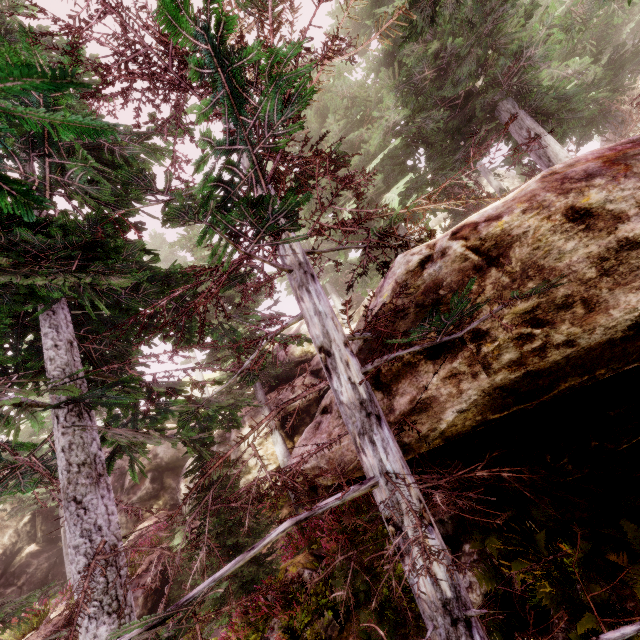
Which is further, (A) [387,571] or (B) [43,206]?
(A) [387,571]

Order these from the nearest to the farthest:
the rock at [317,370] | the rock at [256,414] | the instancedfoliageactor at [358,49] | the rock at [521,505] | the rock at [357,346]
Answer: the instancedfoliageactor at [358,49], the rock at [357,346], the rock at [521,505], the rock at [256,414], the rock at [317,370]

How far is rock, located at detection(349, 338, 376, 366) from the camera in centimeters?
411cm

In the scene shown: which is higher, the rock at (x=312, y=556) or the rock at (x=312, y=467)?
the rock at (x=312, y=467)

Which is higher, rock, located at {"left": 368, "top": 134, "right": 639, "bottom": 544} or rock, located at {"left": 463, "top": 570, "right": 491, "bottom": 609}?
rock, located at {"left": 368, "top": 134, "right": 639, "bottom": 544}
